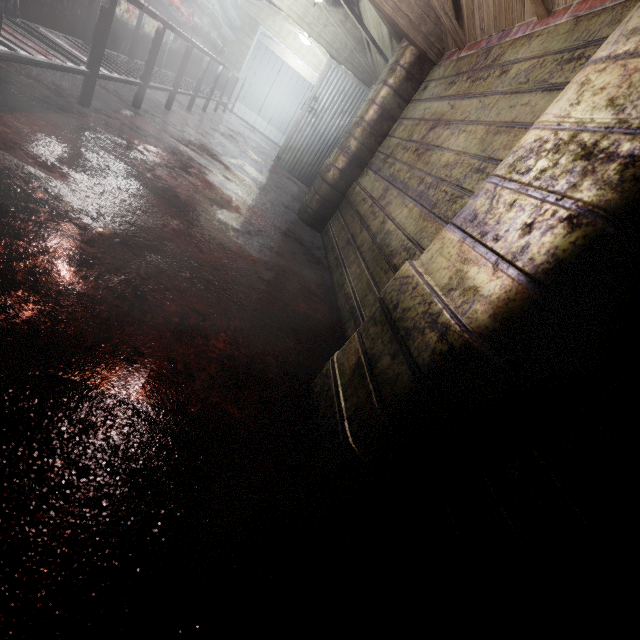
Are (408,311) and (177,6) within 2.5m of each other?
no

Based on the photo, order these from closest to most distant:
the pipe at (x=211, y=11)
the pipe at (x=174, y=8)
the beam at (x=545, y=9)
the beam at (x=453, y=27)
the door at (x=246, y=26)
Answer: the beam at (x=545, y=9) < the beam at (x=453, y=27) < the pipe at (x=174, y=8) < the pipe at (x=211, y=11) < the door at (x=246, y=26)

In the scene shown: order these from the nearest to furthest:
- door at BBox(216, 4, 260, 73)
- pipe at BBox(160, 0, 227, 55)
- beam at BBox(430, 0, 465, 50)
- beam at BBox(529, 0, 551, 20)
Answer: beam at BBox(529, 0, 551, 20), beam at BBox(430, 0, 465, 50), pipe at BBox(160, 0, 227, 55), door at BBox(216, 4, 260, 73)

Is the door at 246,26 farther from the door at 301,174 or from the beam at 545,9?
the beam at 545,9

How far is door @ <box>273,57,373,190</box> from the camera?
5.5 meters

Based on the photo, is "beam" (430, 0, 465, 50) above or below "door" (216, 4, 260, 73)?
above

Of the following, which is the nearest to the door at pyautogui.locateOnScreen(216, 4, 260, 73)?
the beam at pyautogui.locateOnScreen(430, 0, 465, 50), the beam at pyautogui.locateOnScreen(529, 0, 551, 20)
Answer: the beam at pyautogui.locateOnScreen(430, 0, 465, 50)

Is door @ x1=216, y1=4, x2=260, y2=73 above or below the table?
above
